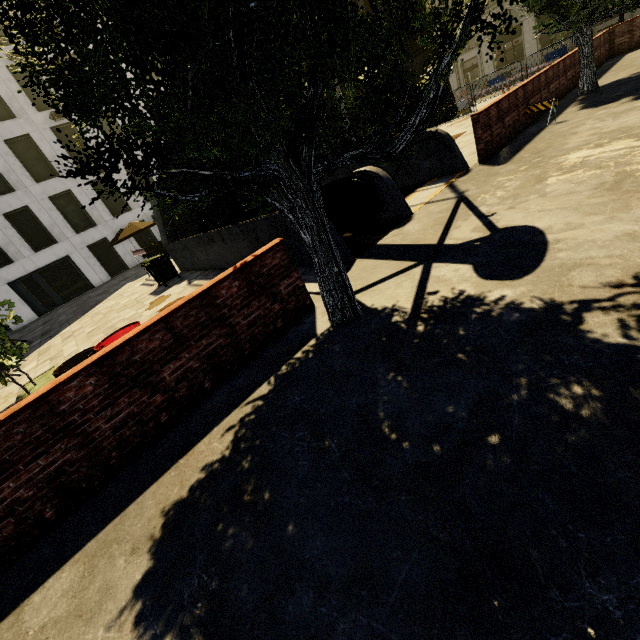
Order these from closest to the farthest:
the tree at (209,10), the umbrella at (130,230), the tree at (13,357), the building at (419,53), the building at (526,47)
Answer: the tree at (209,10), the tree at (13,357), the umbrella at (130,230), the building at (526,47), the building at (419,53)

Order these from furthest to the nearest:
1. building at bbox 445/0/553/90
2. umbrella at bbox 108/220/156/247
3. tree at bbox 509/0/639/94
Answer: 1. building at bbox 445/0/553/90
2. umbrella at bbox 108/220/156/247
3. tree at bbox 509/0/639/94

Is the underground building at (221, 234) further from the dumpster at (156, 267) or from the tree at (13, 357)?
the tree at (13, 357)

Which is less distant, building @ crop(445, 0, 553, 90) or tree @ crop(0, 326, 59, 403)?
tree @ crop(0, 326, 59, 403)

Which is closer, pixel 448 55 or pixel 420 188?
pixel 448 55

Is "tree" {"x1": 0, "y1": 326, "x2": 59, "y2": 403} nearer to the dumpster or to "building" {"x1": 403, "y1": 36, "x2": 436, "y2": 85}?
"building" {"x1": 403, "y1": 36, "x2": 436, "y2": 85}

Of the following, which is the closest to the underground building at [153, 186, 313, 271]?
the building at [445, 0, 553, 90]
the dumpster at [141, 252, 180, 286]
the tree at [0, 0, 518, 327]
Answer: the dumpster at [141, 252, 180, 286]

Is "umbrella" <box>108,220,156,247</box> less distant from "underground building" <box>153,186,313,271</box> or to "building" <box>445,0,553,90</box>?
"underground building" <box>153,186,313,271</box>
